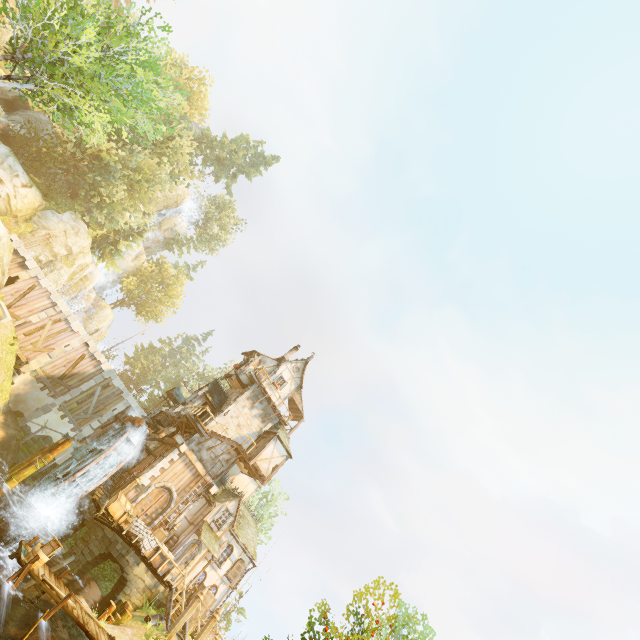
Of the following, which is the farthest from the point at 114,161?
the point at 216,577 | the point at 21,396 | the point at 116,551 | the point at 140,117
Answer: the point at 216,577

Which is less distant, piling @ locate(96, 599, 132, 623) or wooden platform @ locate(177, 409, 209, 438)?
piling @ locate(96, 599, 132, 623)

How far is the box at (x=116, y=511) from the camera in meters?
19.3

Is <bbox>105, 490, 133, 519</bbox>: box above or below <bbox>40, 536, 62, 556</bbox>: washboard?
above

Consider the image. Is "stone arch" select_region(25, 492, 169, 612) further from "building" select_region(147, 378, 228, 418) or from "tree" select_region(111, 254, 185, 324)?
"tree" select_region(111, 254, 185, 324)

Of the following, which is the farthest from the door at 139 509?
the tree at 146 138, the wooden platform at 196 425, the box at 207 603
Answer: the tree at 146 138

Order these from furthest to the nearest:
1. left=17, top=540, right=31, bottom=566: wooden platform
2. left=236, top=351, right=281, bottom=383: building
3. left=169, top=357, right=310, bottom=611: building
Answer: left=236, top=351, right=281, bottom=383: building < left=169, top=357, right=310, bottom=611: building < left=17, top=540, right=31, bottom=566: wooden platform

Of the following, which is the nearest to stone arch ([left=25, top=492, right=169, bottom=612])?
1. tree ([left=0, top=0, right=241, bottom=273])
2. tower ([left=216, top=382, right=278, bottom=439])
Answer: tower ([left=216, top=382, right=278, bottom=439])
